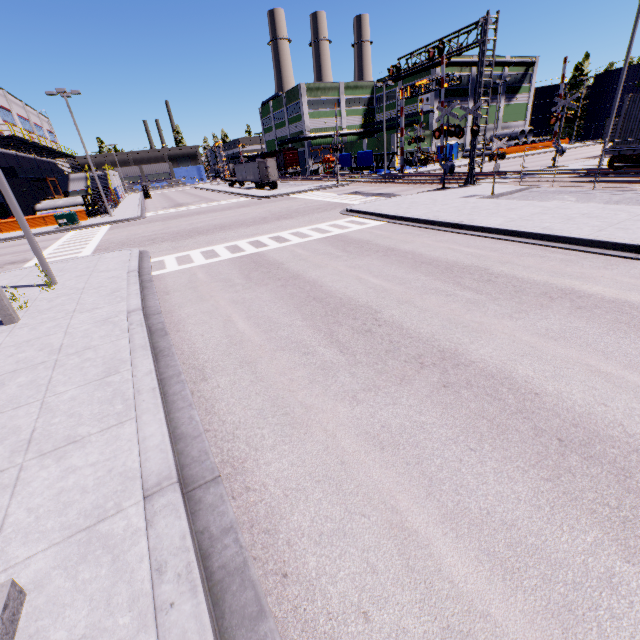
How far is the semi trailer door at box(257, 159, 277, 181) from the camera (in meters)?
42.28

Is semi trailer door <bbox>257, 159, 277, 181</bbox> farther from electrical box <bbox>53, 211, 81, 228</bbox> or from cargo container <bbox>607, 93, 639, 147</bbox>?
electrical box <bbox>53, 211, 81, 228</bbox>

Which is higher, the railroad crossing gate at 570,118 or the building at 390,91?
the building at 390,91

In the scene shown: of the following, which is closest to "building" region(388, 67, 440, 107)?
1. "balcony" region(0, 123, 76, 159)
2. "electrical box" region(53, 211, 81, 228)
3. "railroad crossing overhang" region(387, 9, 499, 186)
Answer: "balcony" region(0, 123, 76, 159)

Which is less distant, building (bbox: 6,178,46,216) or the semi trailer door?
building (bbox: 6,178,46,216)

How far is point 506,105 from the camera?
59.3m

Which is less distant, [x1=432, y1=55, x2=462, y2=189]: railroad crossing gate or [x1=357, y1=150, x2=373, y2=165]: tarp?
[x1=432, y1=55, x2=462, y2=189]: railroad crossing gate

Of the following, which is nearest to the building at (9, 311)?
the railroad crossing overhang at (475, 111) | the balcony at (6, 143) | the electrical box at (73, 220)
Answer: the balcony at (6, 143)
